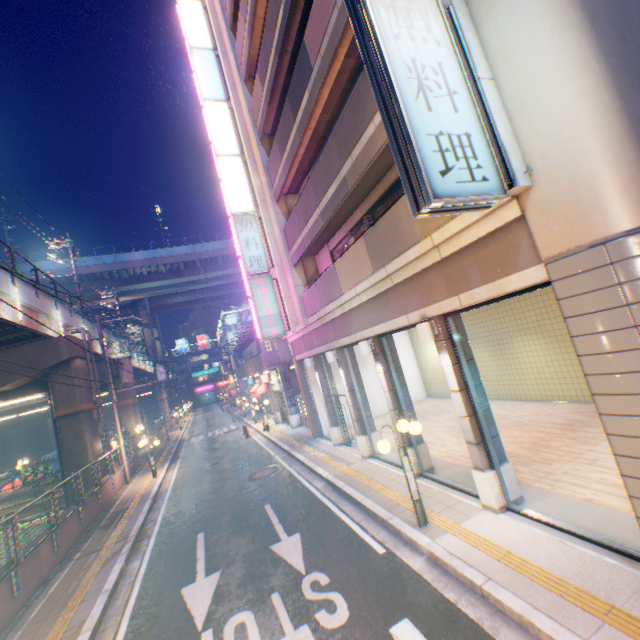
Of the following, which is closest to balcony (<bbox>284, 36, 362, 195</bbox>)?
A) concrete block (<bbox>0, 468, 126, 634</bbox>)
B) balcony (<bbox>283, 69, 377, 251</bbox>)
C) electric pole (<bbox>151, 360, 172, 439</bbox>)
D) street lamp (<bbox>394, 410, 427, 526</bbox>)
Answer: balcony (<bbox>283, 69, 377, 251</bbox>)

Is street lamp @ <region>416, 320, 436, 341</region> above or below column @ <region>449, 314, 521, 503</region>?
above

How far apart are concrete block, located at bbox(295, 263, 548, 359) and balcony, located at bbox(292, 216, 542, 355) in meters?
0.0 m

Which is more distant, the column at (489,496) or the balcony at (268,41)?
the balcony at (268,41)

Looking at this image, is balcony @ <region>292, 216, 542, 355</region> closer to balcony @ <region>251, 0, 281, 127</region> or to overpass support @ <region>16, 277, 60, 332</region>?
balcony @ <region>251, 0, 281, 127</region>

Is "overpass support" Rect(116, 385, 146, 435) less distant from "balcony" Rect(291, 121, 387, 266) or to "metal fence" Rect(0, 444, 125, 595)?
"metal fence" Rect(0, 444, 125, 595)

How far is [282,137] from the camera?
12.43m

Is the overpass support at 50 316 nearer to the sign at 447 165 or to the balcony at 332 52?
the sign at 447 165
